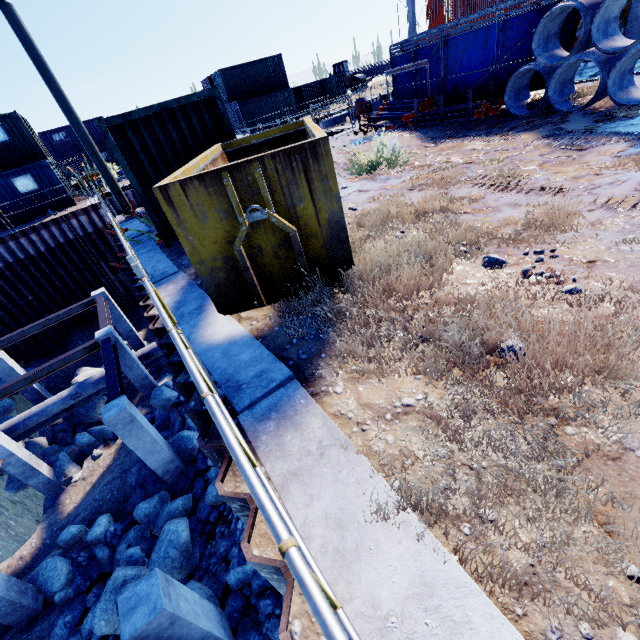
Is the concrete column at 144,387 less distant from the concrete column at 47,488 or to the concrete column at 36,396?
the concrete column at 47,488

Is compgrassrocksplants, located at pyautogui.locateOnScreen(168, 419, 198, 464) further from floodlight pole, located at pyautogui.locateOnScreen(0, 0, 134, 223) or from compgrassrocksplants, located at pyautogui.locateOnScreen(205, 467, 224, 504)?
floodlight pole, located at pyautogui.locateOnScreen(0, 0, 134, 223)

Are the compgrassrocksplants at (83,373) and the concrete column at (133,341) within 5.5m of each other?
yes

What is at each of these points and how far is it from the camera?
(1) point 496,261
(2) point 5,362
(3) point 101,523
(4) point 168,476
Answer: (1) compgrassrocksplants, 3.6m
(2) concrete column, 14.6m
(3) compgrassrocksplants, 10.0m
(4) concrete column, 9.8m

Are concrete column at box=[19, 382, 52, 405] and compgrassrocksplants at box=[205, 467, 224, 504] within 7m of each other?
no

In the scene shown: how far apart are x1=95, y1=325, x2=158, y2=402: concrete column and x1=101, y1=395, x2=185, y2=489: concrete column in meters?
4.3 m

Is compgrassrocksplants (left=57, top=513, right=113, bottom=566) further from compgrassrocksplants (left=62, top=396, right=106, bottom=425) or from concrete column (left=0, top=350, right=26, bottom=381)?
concrete column (left=0, top=350, right=26, bottom=381)

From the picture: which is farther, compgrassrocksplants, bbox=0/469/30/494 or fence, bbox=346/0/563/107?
compgrassrocksplants, bbox=0/469/30/494
